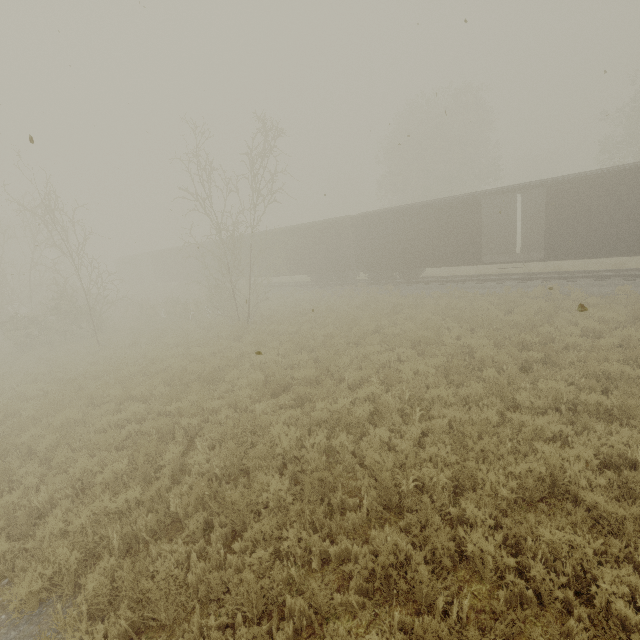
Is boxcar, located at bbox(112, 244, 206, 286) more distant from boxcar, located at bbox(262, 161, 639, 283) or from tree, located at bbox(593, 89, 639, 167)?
tree, located at bbox(593, 89, 639, 167)

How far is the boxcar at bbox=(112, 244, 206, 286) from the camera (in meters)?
33.62

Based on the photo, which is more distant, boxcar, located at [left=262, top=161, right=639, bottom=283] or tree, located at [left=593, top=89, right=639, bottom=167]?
tree, located at [left=593, top=89, right=639, bottom=167]

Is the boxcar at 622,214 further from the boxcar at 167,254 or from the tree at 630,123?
the tree at 630,123

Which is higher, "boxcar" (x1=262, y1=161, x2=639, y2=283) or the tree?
the tree

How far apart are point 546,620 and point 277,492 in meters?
3.8

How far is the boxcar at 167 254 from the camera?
33.6m
